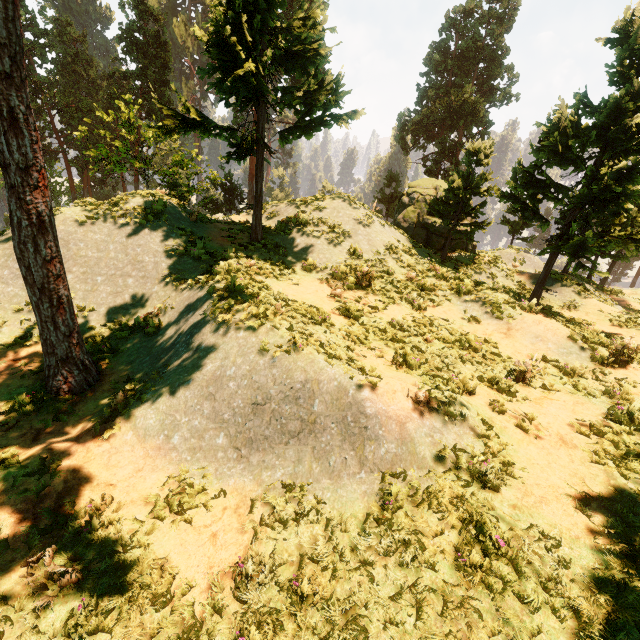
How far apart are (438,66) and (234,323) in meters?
36.1 m

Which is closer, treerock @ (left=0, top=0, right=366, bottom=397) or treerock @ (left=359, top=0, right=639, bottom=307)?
treerock @ (left=0, top=0, right=366, bottom=397)

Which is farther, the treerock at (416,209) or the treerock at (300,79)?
the treerock at (416,209)
